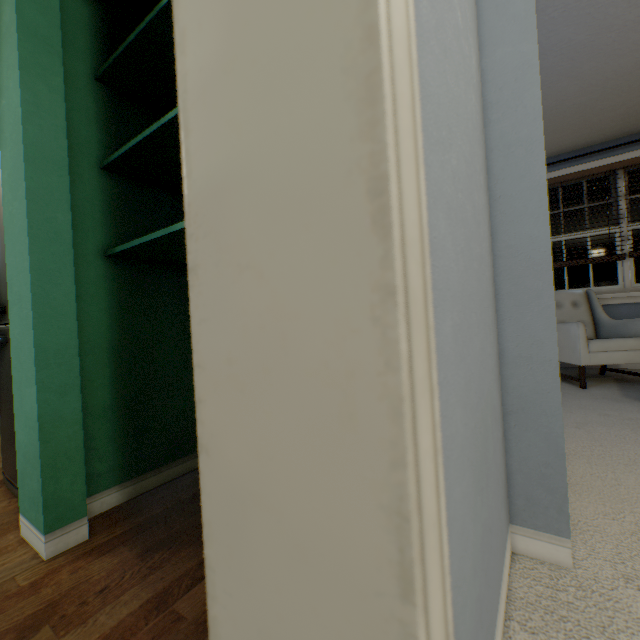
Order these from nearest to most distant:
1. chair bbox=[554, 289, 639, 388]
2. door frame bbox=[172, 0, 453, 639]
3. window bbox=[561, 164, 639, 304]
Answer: door frame bbox=[172, 0, 453, 639], chair bbox=[554, 289, 639, 388], window bbox=[561, 164, 639, 304]

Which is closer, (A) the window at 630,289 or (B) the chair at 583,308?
(B) the chair at 583,308

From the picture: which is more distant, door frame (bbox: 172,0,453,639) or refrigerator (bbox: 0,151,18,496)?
refrigerator (bbox: 0,151,18,496)

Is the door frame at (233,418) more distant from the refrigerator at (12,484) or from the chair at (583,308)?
the chair at (583,308)

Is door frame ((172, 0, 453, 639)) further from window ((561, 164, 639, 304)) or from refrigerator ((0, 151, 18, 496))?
window ((561, 164, 639, 304))

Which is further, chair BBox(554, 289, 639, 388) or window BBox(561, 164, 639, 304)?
window BBox(561, 164, 639, 304)

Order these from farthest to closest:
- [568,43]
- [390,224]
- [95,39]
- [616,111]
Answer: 1. [616,111]
2. [568,43]
3. [95,39]
4. [390,224]

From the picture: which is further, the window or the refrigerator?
the window
